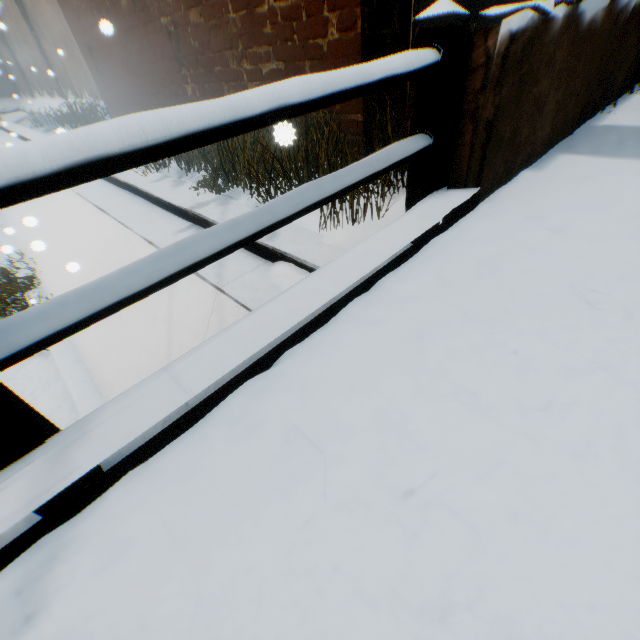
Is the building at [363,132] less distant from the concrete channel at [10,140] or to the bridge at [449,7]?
the concrete channel at [10,140]

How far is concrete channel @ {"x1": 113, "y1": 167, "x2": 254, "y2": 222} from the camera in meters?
3.7 m

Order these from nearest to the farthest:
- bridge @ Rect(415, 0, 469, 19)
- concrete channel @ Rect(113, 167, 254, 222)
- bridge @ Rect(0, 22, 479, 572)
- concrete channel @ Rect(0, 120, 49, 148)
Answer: bridge @ Rect(0, 22, 479, 572) → bridge @ Rect(415, 0, 469, 19) → concrete channel @ Rect(113, 167, 254, 222) → concrete channel @ Rect(0, 120, 49, 148)

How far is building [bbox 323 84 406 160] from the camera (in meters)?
3.12

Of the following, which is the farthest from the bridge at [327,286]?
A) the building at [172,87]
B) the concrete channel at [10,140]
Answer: the building at [172,87]

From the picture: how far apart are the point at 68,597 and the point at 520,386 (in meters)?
1.34

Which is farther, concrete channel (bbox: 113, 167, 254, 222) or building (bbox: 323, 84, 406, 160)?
concrete channel (bbox: 113, 167, 254, 222)
